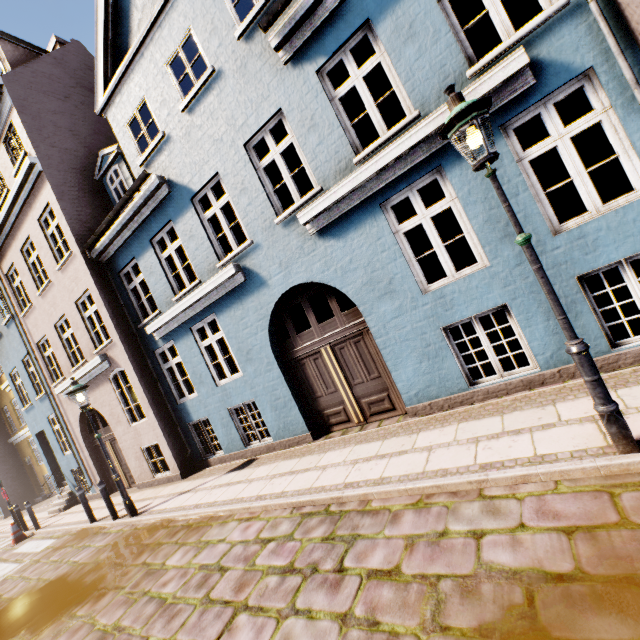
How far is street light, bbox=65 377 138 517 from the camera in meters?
8.1 m

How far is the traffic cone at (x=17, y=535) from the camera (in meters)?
11.82

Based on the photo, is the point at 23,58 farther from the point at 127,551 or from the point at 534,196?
the point at 534,196

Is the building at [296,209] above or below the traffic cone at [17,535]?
above

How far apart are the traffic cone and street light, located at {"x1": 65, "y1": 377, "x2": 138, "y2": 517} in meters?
7.8

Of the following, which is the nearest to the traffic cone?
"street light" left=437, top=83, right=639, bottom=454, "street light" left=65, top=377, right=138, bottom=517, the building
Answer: the building

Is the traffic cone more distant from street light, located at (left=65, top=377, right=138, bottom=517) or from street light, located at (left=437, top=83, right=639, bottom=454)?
street light, located at (left=437, top=83, right=639, bottom=454)

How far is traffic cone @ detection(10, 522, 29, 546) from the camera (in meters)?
11.82
